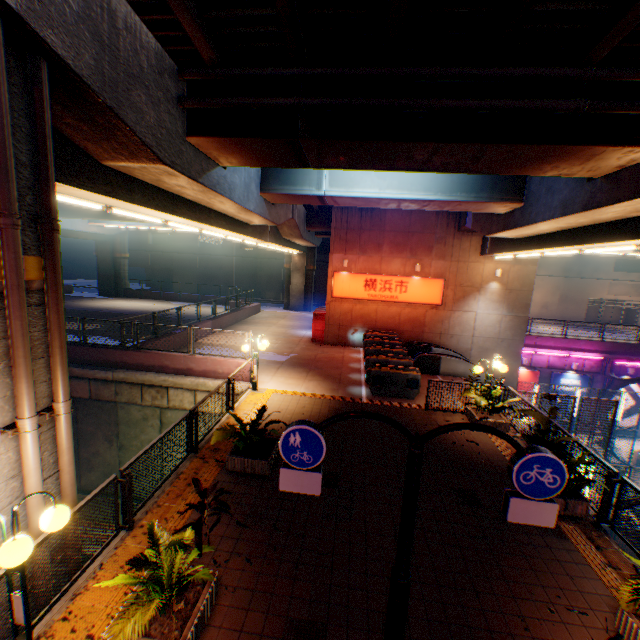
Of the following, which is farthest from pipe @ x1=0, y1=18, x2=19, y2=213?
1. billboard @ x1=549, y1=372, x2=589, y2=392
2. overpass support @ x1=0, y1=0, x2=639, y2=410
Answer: billboard @ x1=549, y1=372, x2=589, y2=392

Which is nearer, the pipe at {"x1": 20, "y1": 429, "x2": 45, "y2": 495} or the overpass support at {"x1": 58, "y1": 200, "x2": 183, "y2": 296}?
the pipe at {"x1": 20, "y1": 429, "x2": 45, "y2": 495}

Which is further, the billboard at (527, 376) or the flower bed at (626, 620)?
the billboard at (527, 376)

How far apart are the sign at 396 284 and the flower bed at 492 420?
9.1m

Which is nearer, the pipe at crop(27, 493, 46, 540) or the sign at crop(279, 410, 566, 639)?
the sign at crop(279, 410, 566, 639)

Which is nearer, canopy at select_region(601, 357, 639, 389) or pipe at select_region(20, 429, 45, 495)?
pipe at select_region(20, 429, 45, 495)

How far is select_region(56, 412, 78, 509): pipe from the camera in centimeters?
492cm

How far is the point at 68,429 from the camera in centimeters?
496cm
